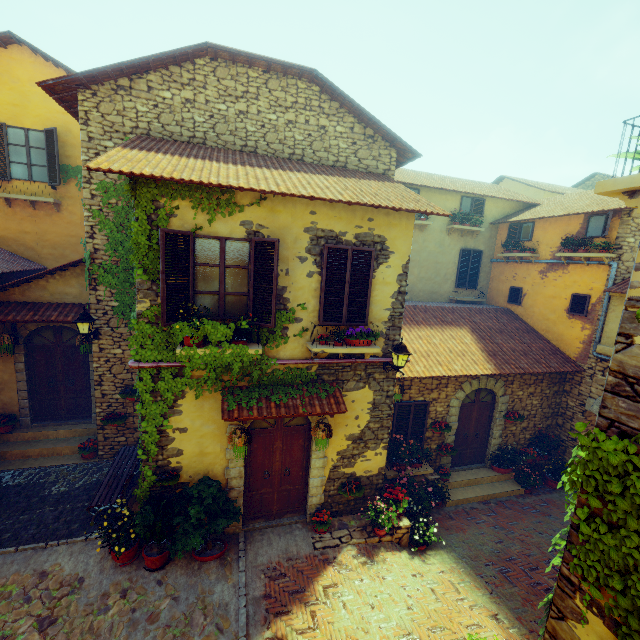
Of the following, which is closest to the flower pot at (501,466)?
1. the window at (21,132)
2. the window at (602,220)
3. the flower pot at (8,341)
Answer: the window at (602,220)

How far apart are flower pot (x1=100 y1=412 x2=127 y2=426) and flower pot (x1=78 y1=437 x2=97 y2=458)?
0.8 meters

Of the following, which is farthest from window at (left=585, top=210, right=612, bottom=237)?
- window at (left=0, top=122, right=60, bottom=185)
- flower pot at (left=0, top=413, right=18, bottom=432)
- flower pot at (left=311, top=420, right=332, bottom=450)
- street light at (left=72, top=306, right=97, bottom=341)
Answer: window at (left=0, top=122, right=60, bottom=185)

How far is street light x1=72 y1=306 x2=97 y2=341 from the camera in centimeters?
731cm

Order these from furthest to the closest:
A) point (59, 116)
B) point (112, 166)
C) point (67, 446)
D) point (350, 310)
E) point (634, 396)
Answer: point (59, 116) → point (67, 446) → point (350, 310) → point (112, 166) → point (634, 396)

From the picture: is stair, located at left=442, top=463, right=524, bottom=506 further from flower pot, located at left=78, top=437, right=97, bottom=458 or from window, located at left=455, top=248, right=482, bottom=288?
flower pot, located at left=78, top=437, right=97, bottom=458

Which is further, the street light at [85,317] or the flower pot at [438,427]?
the flower pot at [438,427]

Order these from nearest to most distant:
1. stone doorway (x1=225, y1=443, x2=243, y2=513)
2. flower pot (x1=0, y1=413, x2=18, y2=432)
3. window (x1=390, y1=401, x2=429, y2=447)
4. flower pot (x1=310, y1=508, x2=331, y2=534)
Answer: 1. stone doorway (x1=225, y1=443, x2=243, y2=513)
2. flower pot (x1=310, y1=508, x2=331, y2=534)
3. flower pot (x1=0, y1=413, x2=18, y2=432)
4. window (x1=390, y1=401, x2=429, y2=447)
